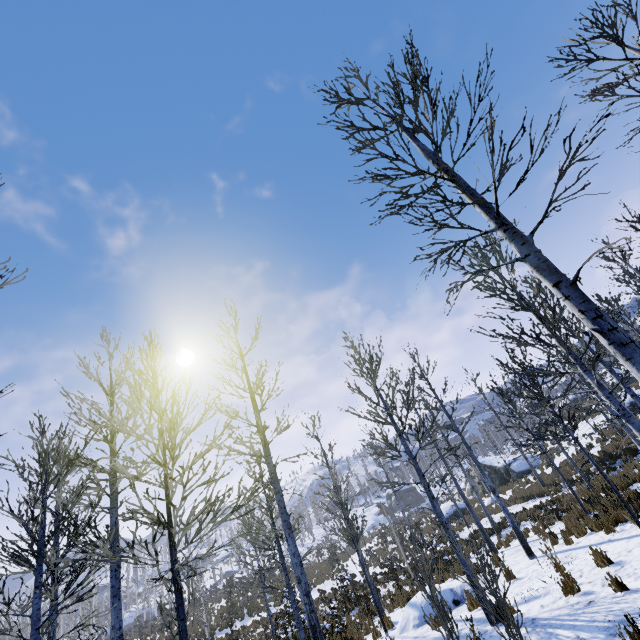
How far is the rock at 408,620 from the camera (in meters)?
9.19

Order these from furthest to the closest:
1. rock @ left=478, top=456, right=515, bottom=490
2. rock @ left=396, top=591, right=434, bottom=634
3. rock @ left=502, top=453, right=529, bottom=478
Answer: rock @ left=478, top=456, right=515, bottom=490, rock @ left=502, top=453, right=529, bottom=478, rock @ left=396, top=591, right=434, bottom=634

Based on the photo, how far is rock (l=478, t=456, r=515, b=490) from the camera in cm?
3126

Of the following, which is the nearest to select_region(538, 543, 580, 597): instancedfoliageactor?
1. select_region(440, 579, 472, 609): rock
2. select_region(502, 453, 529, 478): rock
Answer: select_region(440, 579, 472, 609): rock

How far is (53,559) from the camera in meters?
8.8

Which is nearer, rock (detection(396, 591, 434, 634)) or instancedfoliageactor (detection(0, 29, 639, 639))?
instancedfoliageactor (detection(0, 29, 639, 639))

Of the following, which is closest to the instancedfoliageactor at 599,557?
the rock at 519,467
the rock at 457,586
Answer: the rock at 457,586

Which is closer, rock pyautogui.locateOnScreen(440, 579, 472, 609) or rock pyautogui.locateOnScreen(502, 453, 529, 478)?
rock pyautogui.locateOnScreen(440, 579, 472, 609)
